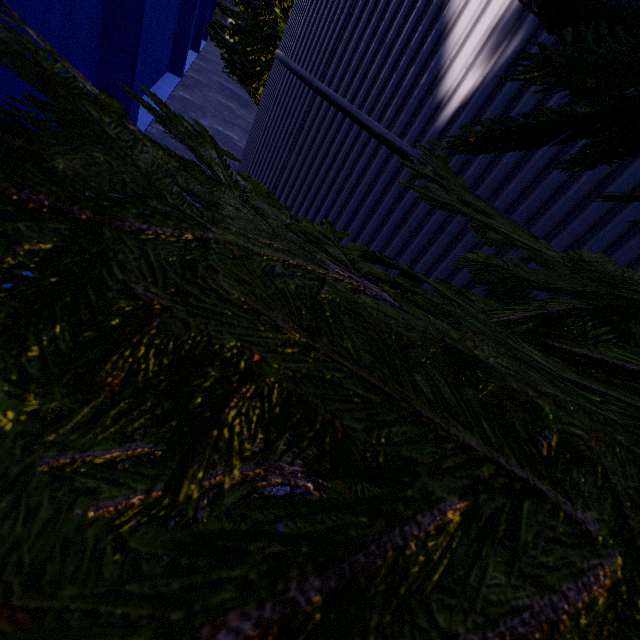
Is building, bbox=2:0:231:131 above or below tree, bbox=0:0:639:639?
below

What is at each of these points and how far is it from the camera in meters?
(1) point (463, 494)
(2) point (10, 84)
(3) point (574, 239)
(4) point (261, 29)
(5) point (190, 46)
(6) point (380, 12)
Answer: (1) tree, 0.4
(2) building, 2.9
(3) silo, 2.5
(4) tree, 14.5
(5) building, 19.7
(6) silo, 3.4

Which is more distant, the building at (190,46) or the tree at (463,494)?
the building at (190,46)

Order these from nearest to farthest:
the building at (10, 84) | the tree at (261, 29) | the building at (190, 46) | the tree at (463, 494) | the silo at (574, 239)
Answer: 1. the tree at (463, 494)
2. the silo at (574, 239)
3. the building at (10, 84)
4. the building at (190, 46)
5. the tree at (261, 29)

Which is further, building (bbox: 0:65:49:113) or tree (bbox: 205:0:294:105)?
tree (bbox: 205:0:294:105)

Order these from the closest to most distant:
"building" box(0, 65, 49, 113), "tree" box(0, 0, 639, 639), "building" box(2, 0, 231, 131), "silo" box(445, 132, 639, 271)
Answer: "tree" box(0, 0, 639, 639), "silo" box(445, 132, 639, 271), "building" box(0, 65, 49, 113), "building" box(2, 0, 231, 131)

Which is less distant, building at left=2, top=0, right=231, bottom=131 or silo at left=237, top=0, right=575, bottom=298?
silo at left=237, top=0, right=575, bottom=298
